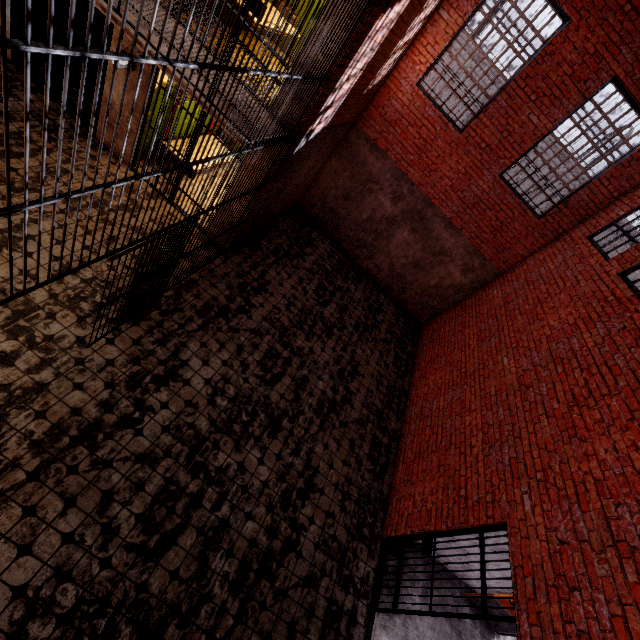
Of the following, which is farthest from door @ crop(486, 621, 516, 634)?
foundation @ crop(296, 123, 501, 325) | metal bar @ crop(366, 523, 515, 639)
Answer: foundation @ crop(296, 123, 501, 325)

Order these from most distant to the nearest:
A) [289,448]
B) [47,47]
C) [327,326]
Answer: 1. [327,326]
2. [289,448]
3. [47,47]

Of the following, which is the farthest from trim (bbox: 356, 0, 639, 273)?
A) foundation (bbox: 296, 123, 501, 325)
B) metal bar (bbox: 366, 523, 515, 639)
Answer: metal bar (bbox: 366, 523, 515, 639)

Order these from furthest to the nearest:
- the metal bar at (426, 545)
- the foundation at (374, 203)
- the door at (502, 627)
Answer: the foundation at (374, 203) < the door at (502, 627) < the metal bar at (426, 545)

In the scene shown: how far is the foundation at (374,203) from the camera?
9.0 meters

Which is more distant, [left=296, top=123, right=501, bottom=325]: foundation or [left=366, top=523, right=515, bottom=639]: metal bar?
[left=296, top=123, right=501, bottom=325]: foundation
